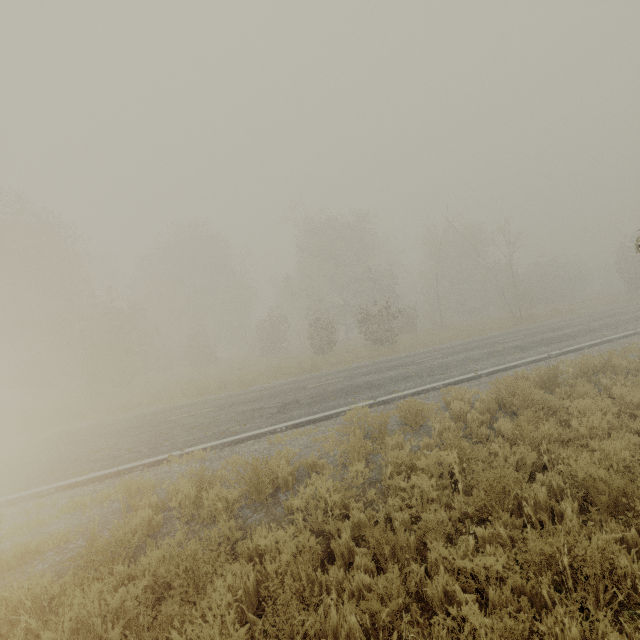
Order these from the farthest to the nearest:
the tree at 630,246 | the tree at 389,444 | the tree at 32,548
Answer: the tree at 630,246
the tree at 389,444
the tree at 32,548

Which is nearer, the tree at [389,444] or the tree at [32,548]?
the tree at [32,548]

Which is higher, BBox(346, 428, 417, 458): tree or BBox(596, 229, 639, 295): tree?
BBox(596, 229, 639, 295): tree

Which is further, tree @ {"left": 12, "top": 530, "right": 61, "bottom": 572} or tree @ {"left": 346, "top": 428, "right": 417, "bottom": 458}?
tree @ {"left": 346, "top": 428, "right": 417, "bottom": 458}

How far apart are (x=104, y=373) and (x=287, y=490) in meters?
18.2

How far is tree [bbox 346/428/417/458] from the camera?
5.6 meters
